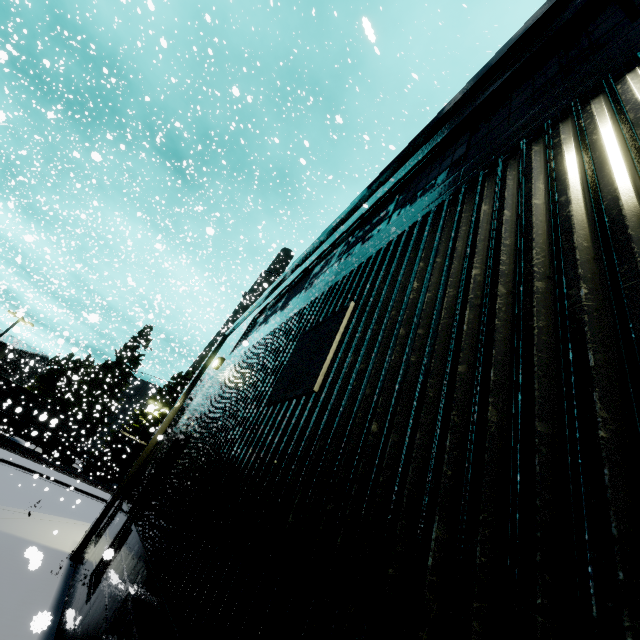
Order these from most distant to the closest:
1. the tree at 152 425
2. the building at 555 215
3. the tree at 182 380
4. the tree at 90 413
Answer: the tree at 182 380 < the tree at 90 413 < the tree at 152 425 < the building at 555 215

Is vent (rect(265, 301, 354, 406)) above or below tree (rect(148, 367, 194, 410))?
below

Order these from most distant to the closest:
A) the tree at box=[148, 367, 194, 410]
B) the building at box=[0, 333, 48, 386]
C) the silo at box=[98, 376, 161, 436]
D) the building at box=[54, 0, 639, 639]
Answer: the tree at box=[148, 367, 194, 410], the silo at box=[98, 376, 161, 436], the building at box=[0, 333, 48, 386], the building at box=[54, 0, 639, 639]

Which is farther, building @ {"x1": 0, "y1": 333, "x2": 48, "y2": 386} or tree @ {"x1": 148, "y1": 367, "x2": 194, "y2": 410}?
tree @ {"x1": 148, "y1": 367, "x2": 194, "y2": 410}

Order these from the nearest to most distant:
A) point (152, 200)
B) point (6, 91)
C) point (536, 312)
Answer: point (536, 312), point (152, 200), point (6, 91)

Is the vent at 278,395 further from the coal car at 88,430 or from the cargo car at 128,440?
the cargo car at 128,440

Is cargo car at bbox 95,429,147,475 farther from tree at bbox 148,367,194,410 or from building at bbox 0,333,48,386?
building at bbox 0,333,48,386
